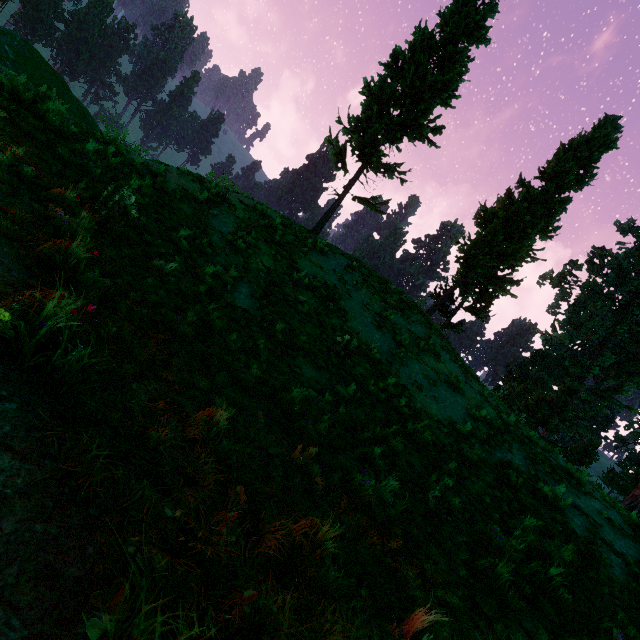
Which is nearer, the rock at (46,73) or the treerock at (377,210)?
the rock at (46,73)

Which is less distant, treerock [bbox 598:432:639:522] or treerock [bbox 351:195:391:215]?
treerock [bbox 351:195:391:215]

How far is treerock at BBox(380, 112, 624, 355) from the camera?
18.5 meters

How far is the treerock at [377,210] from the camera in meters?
17.3 m

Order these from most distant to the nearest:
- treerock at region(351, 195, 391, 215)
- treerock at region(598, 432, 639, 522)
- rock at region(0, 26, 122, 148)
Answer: treerock at region(598, 432, 639, 522), treerock at region(351, 195, 391, 215), rock at region(0, 26, 122, 148)

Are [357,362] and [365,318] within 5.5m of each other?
yes

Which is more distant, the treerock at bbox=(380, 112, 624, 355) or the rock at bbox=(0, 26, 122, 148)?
the treerock at bbox=(380, 112, 624, 355)
